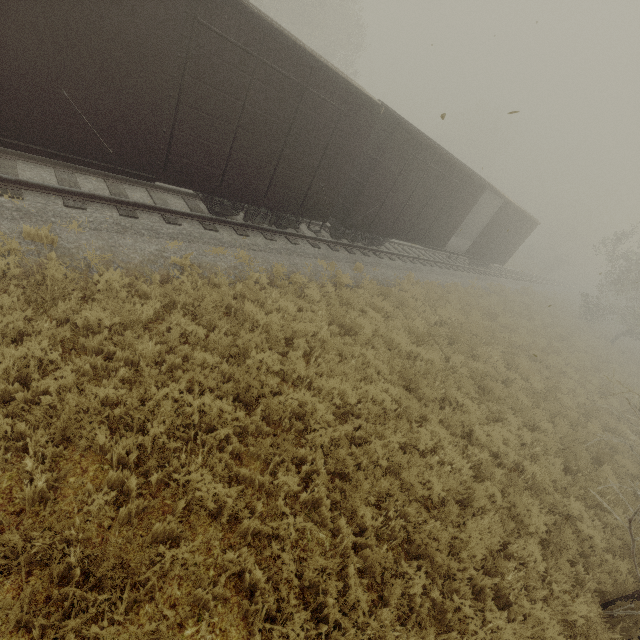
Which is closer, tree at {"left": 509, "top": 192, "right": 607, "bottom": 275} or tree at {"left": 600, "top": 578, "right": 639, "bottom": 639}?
tree at {"left": 600, "top": 578, "right": 639, "bottom": 639}

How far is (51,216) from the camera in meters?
6.5 m

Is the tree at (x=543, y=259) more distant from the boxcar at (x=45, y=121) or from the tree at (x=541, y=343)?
the boxcar at (x=45, y=121)

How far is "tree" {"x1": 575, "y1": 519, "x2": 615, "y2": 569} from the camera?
6.1 meters

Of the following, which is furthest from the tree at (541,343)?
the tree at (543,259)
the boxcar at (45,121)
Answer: the tree at (543,259)

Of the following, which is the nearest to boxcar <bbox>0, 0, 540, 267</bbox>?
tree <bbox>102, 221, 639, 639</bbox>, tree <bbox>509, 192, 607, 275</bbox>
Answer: tree <bbox>102, 221, 639, 639</bbox>

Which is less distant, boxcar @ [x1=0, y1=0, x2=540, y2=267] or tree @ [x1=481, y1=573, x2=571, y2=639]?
tree @ [x1=481, y1=573, x2=571, y2=639]

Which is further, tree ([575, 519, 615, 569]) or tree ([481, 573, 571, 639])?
tree ([575, 519, 615, 569])
